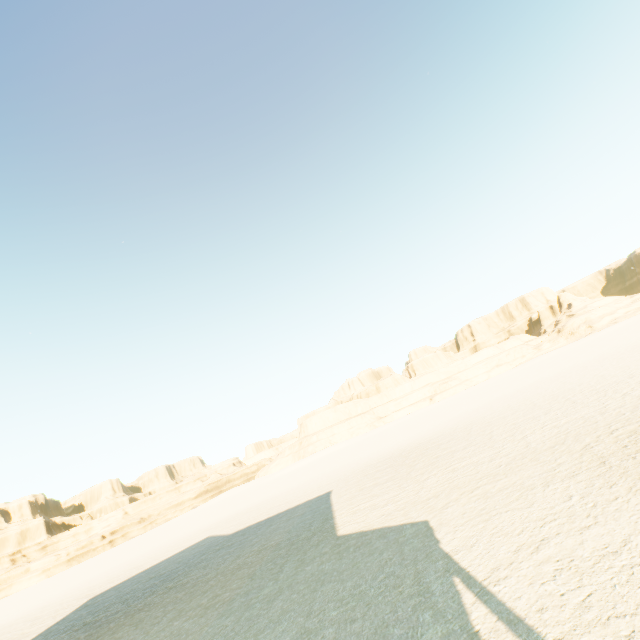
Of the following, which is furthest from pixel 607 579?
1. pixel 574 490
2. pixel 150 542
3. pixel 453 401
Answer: pixel 453 401
